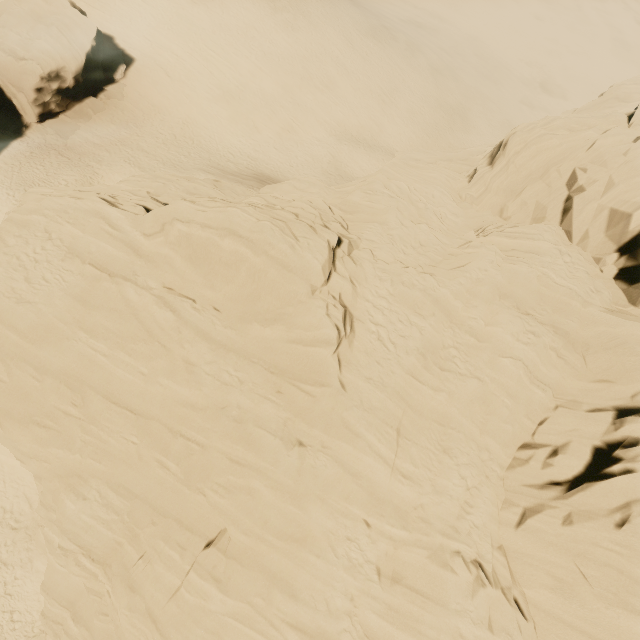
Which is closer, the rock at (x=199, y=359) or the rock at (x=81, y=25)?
the rock at (x=199, y=359)

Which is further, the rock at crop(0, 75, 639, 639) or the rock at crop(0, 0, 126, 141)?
the rock at crop(0, 0, 126, 141)

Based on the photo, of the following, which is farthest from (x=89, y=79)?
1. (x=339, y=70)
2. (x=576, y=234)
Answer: (x=576, y=234)
